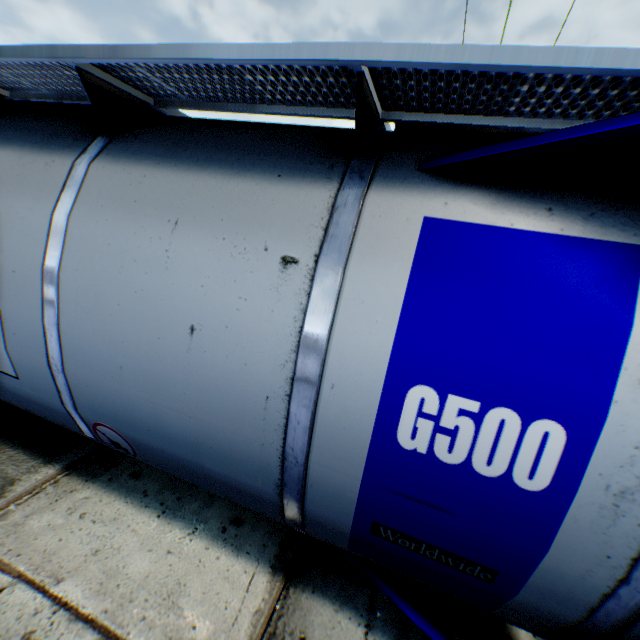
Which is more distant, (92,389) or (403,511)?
(92,389)
